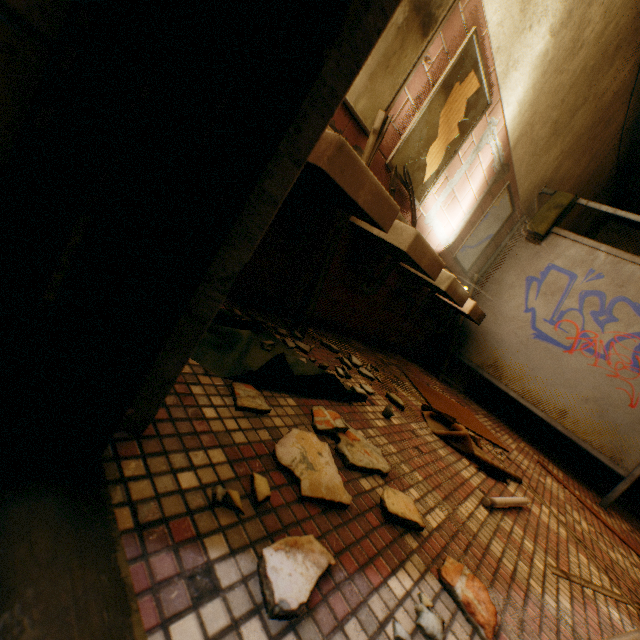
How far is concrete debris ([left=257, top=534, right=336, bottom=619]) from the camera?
0.5 meters

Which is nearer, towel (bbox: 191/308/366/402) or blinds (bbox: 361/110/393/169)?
towel (bbox: 191/308/366/402)

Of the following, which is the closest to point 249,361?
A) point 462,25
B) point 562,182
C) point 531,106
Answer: point 462,25

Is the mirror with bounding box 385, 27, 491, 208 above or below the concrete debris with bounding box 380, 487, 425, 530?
above

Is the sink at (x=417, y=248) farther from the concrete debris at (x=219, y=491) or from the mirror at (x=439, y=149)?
the concrete debris at (x=219, y=491)

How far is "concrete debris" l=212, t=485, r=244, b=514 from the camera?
0.60m

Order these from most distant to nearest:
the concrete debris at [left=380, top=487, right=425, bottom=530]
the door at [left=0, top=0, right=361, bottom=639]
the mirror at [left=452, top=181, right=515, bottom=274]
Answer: the mirror at [left=452, top=181, right=515, bottom=274], the concrete debris at [left=380, top=487, right=425, bottom=530], the door at [left=0, top=0, right=361, bottom=639]

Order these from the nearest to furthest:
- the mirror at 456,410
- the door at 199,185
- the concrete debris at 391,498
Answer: the door at 199,185 < the concrete debris at 391,498 < the mirror at 456,410
